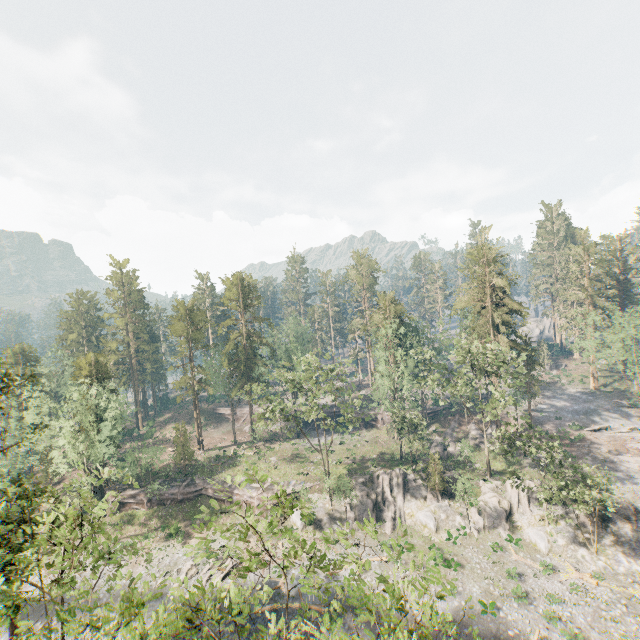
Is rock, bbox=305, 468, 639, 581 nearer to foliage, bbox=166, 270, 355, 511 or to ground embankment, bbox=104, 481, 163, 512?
ground embankment, bbox=104, 481, 163, 512

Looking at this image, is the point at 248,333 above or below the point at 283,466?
above

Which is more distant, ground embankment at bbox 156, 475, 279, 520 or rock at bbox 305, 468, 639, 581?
ground embankment at bbox 156, 475, 279, 520

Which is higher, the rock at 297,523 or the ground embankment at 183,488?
the ground embankment at 183,488

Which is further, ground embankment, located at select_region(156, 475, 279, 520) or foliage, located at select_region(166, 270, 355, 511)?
ground embankment, located at select_region(156, 475, 279, 520)

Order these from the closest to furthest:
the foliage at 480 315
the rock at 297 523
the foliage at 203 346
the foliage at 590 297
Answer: the foliage at 480 315 < the foliage at 203 346 < the rock at 297 523 < the foliage at 590 297

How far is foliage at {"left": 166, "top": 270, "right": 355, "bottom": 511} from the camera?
38.9 meters
